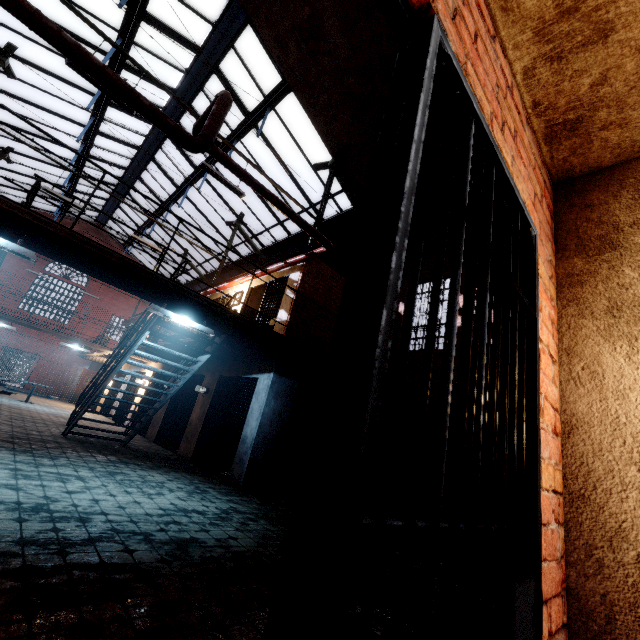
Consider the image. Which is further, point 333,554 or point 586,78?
point 586,78

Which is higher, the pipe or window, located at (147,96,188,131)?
window, located at (147,96,188,131)

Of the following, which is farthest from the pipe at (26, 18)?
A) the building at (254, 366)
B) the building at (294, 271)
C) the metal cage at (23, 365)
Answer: the metal cage at (23, 365)

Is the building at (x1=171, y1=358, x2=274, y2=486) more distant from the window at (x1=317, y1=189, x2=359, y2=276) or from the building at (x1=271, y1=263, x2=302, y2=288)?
the window at (x1=317, y1=189, x2=359, y2=276)

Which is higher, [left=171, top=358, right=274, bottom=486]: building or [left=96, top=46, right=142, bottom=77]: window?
[left=96, top=46, right=142, bottom=77]: window

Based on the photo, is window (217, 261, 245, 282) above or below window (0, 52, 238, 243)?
below

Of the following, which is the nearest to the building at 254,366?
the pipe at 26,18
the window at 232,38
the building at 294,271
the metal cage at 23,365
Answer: the building at 294,271

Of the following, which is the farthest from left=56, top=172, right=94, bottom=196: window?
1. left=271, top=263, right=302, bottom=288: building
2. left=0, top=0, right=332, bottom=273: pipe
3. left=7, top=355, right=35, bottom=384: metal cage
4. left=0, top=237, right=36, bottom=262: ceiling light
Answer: left=7, top=355, right=35, bottom=384: metal cage
